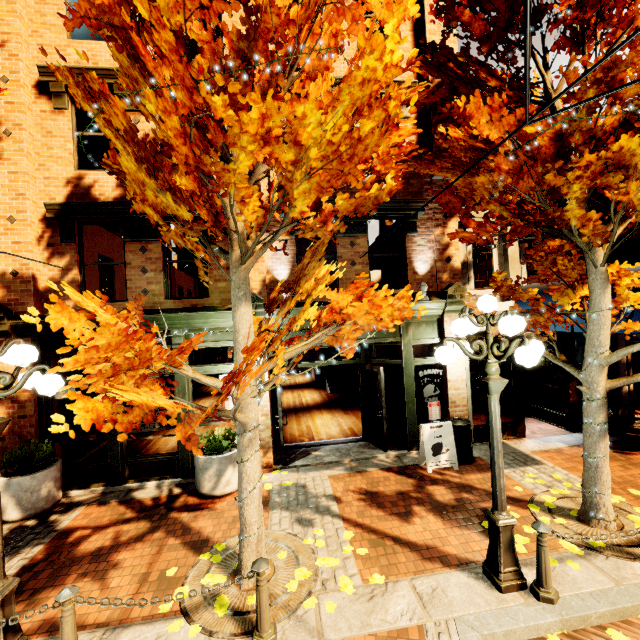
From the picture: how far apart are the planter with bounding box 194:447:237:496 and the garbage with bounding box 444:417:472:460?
4.77m

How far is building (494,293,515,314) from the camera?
8.46m

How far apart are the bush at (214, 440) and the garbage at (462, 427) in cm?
478

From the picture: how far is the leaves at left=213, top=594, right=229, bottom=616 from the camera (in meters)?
3.90

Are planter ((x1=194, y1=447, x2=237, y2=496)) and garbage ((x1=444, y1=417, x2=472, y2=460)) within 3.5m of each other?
no

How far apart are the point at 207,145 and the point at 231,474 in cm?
603

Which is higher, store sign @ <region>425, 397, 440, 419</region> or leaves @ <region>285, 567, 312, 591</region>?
store sign @ <region>425, 397, 440, 419</region>

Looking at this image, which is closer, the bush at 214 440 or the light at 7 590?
the light at 7 590
